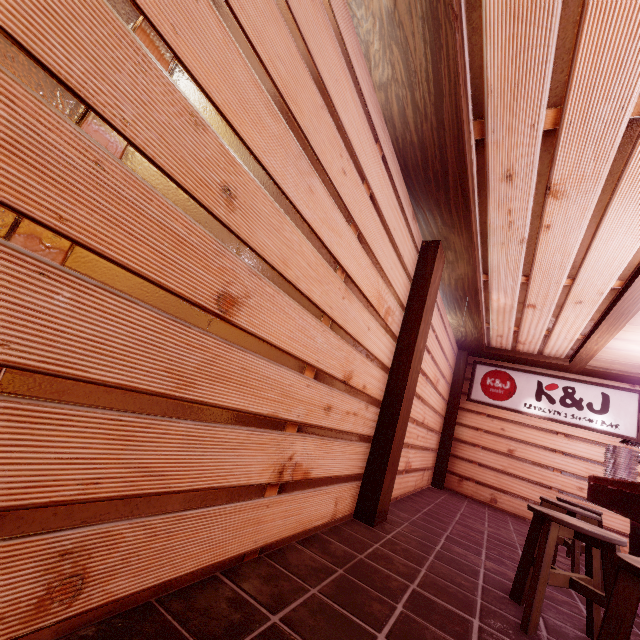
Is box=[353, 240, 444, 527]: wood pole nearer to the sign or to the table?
the table

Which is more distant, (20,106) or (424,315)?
(424,315)

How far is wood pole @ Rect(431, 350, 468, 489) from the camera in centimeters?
1155cm

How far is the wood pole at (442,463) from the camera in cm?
1155

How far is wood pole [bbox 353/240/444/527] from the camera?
5.2m

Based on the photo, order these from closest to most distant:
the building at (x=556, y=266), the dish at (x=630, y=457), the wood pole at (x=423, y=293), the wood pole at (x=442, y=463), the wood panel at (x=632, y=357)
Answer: the building at (x=556, y=266)
the wood pole at (x=423, y=293)
the dish at (x=630, y=457)
the wood panel at (x=632, y=357)
the wood pole at (x=442, y=463)

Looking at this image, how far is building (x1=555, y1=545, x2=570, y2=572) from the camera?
6.11m

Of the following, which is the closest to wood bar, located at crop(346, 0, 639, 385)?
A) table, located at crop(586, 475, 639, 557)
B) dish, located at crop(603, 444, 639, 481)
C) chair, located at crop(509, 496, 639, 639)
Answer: table, located at crop(586, 475, 639, 557)
